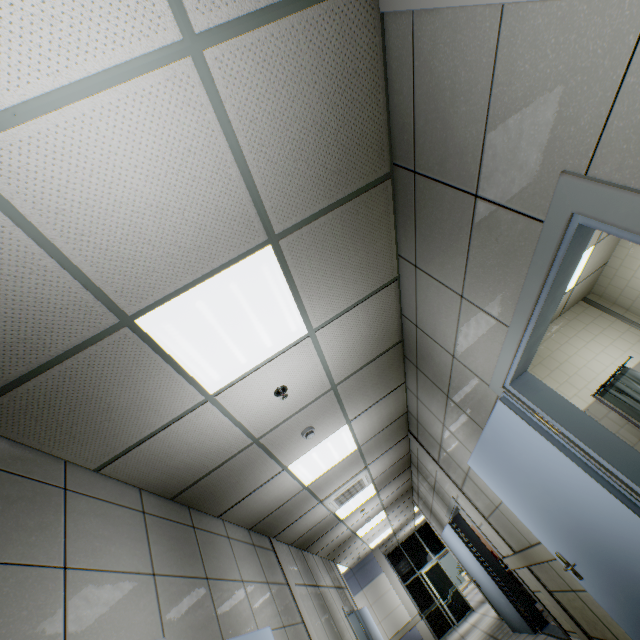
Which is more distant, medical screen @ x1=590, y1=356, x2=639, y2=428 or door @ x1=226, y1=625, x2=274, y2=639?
medical screen @ x1=590, y1=356, x2=639, y2=428

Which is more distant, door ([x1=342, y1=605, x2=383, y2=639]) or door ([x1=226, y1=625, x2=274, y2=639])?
door ([x1=342, y1=605, x2=383, y2=639])

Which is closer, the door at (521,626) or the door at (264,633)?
the door at (264,633)

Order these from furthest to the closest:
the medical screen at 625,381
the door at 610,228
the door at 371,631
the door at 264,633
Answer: the door at 371,631 < the medical screen at 625,381 < the door at 264,633 < the door at 610,228

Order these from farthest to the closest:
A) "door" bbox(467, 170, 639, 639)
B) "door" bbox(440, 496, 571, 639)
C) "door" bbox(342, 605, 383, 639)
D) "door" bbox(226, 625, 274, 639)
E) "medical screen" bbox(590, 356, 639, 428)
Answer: "door" bbox(342, 605, 383, 639) → "door" bbox(440, 496, 571, 639) → "medical screen" bbox(590, 356, 639, 428) → "door" bbox(226, 625, 274, 639) → "door" bbox(467, 170, 639, 639)

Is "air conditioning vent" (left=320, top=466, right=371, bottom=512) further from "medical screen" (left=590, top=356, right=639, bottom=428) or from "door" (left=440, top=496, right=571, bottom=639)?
"medical screen" (left=590, top=356, right=639, bottom=428)

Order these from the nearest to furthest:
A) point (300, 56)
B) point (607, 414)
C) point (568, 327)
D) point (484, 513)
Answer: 1. point (300, 56)
2. point (484, 513)
3. point (607, 414)
4. point (568, 327)

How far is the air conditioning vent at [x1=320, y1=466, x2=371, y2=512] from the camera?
5.6 meters
